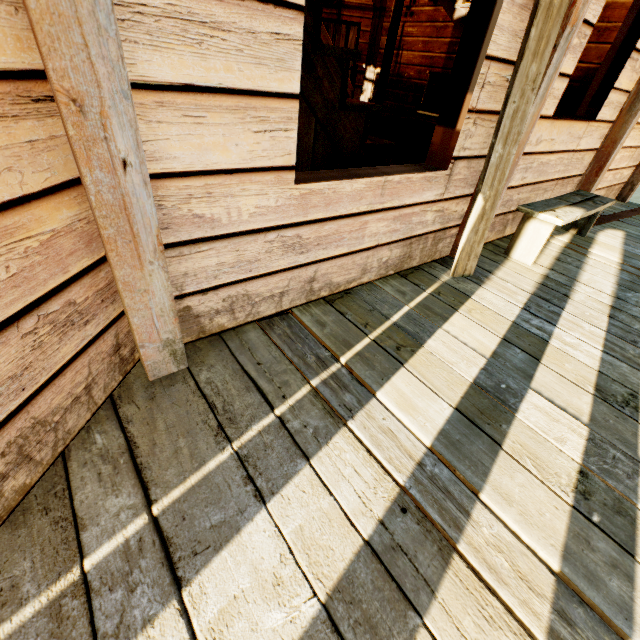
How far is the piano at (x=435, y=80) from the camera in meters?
5.6 m

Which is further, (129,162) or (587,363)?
(587,363)

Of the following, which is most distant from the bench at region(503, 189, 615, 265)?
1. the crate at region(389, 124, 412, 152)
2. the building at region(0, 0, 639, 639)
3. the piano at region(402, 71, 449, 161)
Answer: the crate at region(389, 124, 412, 152)

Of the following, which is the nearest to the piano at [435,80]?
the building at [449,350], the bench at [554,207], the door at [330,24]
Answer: the building at [449,350]

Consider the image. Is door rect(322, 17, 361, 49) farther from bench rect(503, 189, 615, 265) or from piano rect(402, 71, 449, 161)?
bench rect(503, 189, 615, 265)

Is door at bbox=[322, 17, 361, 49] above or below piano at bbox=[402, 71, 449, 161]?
above

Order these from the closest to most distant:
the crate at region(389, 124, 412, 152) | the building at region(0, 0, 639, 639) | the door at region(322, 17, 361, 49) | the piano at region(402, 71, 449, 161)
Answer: the building at region(0, 0, 639, 639) → the piano at region(402, 71, 449, 161) → the crate at region(389, 124, 412, 152) → the door at region(322, 17, 361, 49)

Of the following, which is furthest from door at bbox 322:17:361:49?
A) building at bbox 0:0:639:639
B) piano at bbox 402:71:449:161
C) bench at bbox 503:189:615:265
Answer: bench at bbox 503:189:615:265
